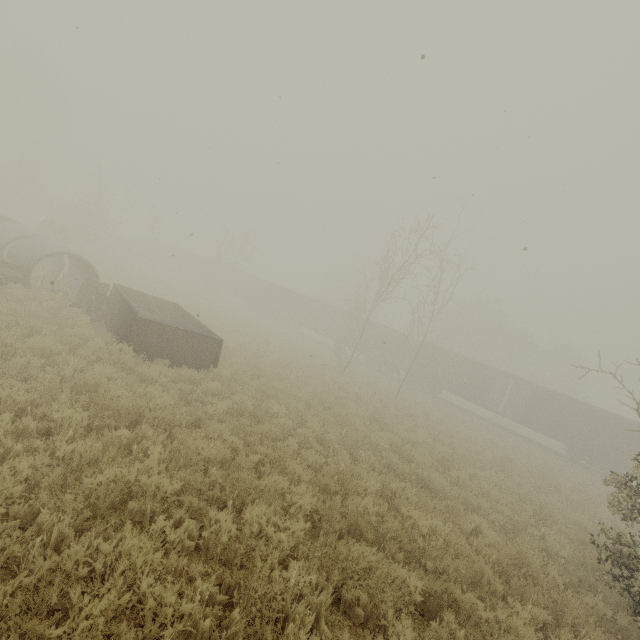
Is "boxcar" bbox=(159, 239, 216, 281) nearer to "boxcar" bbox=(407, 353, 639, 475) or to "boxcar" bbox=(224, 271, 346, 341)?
"boxcar" bbox=(224, 271, 346, 341)

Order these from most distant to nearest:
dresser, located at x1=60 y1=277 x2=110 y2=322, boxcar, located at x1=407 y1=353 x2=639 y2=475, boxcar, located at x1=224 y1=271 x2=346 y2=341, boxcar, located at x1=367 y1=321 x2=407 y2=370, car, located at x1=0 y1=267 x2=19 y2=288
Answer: boxcar, located at x1=224 y1=271 x2=346 y2=341
boxcar, located at x1=367 y1=321 x2=407 y2=370
boxcar, located at x1=407 y1=353 x2=639 y2=475
dresser, located at x1=60 y1=277 x2=110 y2=322
car, located at x1=0 y1=267 x2=19 y2=288

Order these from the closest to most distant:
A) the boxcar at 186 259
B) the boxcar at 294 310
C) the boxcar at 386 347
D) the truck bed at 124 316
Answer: the truck bed at 124 316 < the boxcar at 386 347 < the boxcar at 294 310 < the boxcar at 186 259

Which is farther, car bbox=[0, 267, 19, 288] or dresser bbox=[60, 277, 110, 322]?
dresser bbox=[60, 277, 110, 322]

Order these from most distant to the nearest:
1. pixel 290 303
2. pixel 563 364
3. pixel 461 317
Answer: pixel 461 317 < pixel 563 364 < pixel 290 303

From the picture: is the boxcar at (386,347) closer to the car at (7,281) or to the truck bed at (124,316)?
the truck bed at (124,316)

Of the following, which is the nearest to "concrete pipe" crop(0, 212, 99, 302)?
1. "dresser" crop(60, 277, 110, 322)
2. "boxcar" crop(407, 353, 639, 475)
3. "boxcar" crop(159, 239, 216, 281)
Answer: "dresser" crop(60, 277, 110, 322)

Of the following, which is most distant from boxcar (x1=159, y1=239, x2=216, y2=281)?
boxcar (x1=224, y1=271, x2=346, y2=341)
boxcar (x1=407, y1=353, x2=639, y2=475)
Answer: boxcar (x1=407, y1=353, x2=639, y2=475)
